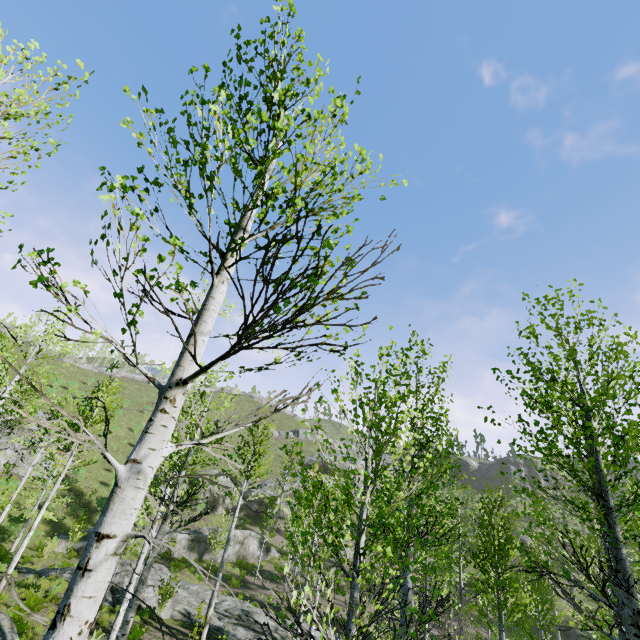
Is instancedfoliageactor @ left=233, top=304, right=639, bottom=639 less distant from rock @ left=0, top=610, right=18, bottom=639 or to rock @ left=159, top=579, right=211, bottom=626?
rock @ left=0, top=610, right=18, bottom=639

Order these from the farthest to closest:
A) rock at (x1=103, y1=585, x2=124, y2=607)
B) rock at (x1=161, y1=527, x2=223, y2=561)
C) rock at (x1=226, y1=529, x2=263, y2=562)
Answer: rock at (x1=226, y1=529, x2=263, y2=562) < rock at (x1=161, y1=527, x2=223, y2=561) < rock at (x1=103, y1=585, x2=124, y2=607)

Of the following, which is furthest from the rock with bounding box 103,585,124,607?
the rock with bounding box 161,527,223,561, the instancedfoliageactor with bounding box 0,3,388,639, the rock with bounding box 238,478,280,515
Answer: the rock with bounding box 238,478,280,515

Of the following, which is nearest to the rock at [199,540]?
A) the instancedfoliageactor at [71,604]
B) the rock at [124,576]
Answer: the instancedfoliageactor at [71,604]

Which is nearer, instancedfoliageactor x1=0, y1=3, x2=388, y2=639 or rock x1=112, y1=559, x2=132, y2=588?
instancedfoliageactor x1=0, y1=3, x2=388, y2=639

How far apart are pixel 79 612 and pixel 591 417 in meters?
5.5 m

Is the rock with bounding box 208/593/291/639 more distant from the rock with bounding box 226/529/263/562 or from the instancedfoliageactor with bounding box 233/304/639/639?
the rock with bounding box 226/529/263/562

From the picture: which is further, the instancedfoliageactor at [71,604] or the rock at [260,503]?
the rock at [260,503]
